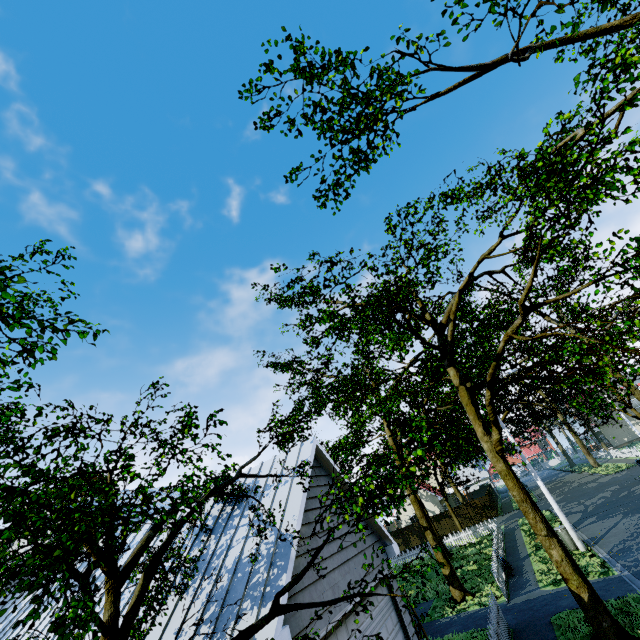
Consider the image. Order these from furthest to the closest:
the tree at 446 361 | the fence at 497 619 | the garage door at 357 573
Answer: the fence at 497 619 < the garage door at 357 573 < the tree at 446 361

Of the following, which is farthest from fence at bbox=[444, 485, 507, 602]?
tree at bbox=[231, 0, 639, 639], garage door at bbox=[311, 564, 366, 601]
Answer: garage door at bbox=[311, 564, 366, 601]

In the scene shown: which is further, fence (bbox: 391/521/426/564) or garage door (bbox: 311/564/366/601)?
fence (bbox: 391/521/426/564)

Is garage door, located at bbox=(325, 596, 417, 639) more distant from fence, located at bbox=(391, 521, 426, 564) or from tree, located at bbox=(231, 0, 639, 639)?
fence, located at bbox=(391, 521, 426, 564)

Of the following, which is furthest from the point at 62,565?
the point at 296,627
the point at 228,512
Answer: the point at 228,512

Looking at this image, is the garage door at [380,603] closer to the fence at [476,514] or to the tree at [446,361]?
the tree at [446,361]
